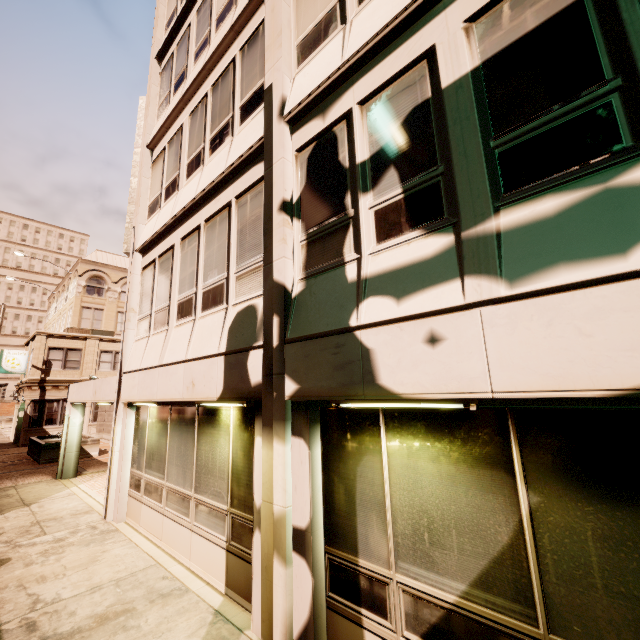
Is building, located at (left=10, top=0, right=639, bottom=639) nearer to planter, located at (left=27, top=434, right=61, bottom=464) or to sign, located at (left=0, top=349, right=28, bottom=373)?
sign, located at (left=0, top=349, right=28, bottom=373)

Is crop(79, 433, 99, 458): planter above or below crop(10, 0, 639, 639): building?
below

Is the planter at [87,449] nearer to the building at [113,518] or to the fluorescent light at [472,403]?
the building at [113,518]

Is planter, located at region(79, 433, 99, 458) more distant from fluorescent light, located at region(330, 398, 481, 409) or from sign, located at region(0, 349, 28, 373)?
fluorescent light, located at region(330, 398, 481, 409)

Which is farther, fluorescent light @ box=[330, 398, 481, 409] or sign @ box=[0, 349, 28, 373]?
sign @ box=[0, 349, 28, 373]

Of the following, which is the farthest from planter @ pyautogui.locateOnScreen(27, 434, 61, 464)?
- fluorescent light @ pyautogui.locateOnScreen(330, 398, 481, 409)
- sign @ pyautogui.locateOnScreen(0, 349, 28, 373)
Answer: fluorescent light @ pyautogui.locateOnScreen(330, 398, 481, 409)

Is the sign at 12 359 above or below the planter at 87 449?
above

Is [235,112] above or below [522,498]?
above
